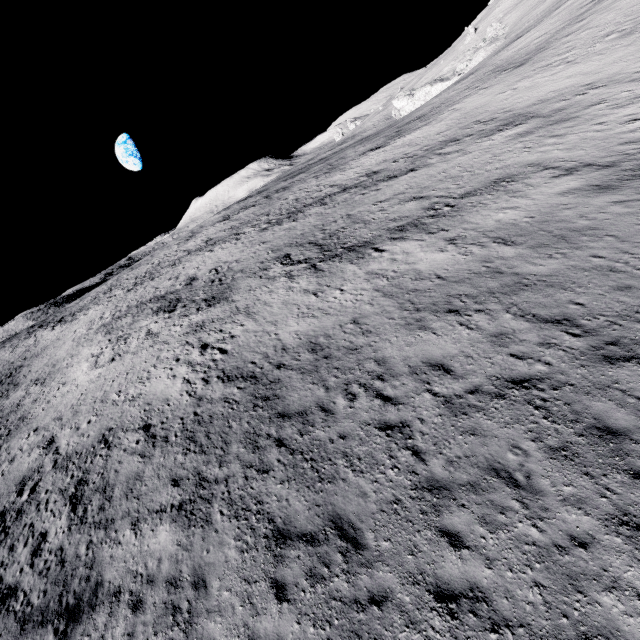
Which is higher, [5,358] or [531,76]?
[5,358]
